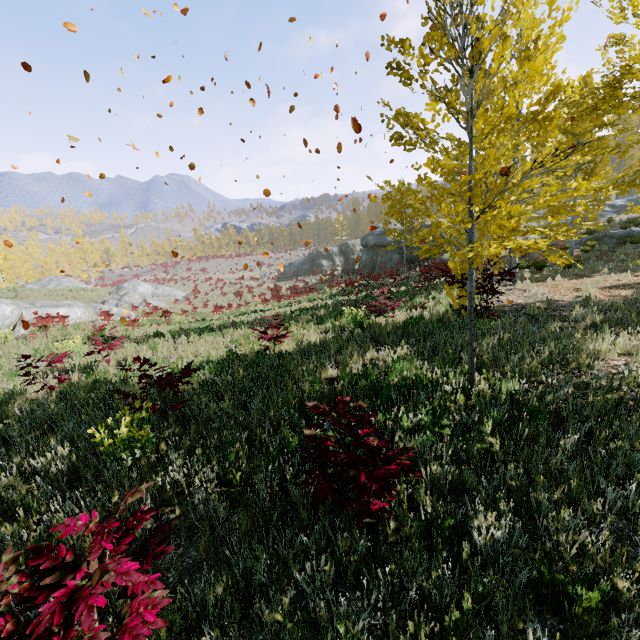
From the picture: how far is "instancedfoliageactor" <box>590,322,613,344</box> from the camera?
6.0 meters

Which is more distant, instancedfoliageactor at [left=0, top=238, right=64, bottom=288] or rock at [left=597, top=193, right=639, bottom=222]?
instancedfoliageactor at [left=0, top=238, right=64, bottom=288]

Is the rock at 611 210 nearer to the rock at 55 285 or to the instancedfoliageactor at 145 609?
the instancedfoliageactor at 145 609

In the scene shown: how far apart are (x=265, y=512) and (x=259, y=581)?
0.9 meters

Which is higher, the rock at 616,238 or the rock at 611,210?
the rock at 611,210

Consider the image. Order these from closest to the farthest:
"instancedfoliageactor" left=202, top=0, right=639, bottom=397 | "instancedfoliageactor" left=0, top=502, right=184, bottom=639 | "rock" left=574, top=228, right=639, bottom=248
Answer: "instancedfoliageactor" left=0, top=502, right=184, bottom=639 < "instancedfoliageactor" left=202, top=0, right=639, bottom=397 < "rock" left=574, top=228, right=639, bottom=248

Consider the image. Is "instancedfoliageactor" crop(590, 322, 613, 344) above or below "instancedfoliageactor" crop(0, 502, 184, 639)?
below
